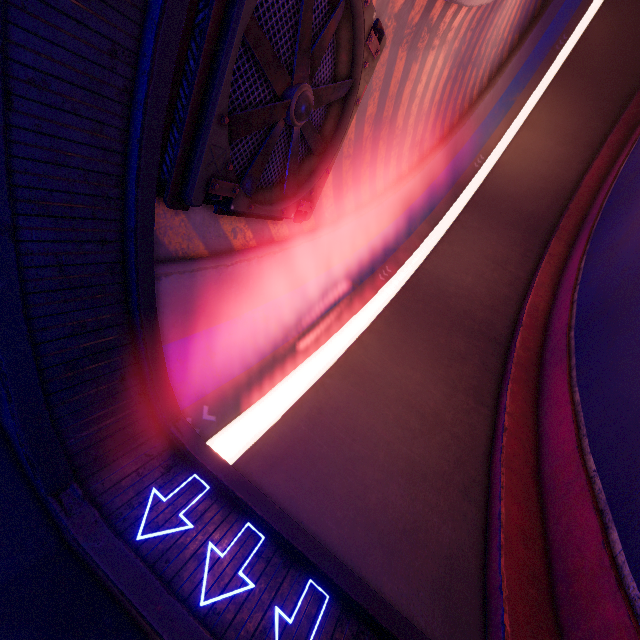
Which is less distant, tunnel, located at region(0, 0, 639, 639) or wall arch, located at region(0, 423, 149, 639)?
wall arch, located at region(0, 423, 149, 639)

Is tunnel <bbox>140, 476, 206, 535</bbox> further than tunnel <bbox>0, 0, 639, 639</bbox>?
Yes

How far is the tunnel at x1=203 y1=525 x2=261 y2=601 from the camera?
4.97m

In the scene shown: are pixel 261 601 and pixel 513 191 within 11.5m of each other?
no

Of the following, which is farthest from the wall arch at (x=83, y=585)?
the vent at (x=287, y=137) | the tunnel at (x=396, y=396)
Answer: the vent at (x=287, y=137)

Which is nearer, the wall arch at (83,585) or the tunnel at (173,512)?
the wall arch at (83,585)

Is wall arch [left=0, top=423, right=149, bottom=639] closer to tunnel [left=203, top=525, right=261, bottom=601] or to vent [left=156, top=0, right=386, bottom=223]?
tunnel [left=203, top=525, right=261, bottom=601]
